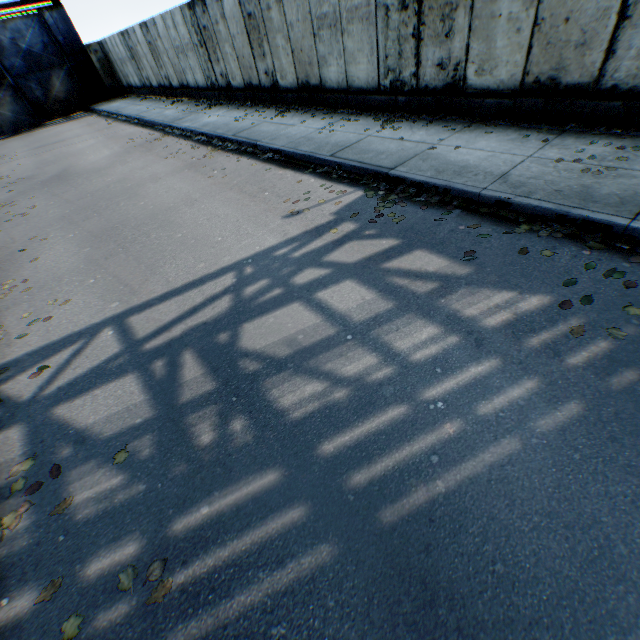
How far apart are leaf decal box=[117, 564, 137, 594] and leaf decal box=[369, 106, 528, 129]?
8.5 meters

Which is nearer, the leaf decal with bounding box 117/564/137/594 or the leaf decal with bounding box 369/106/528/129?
the leaf decal with bounding box 117/564/137/594

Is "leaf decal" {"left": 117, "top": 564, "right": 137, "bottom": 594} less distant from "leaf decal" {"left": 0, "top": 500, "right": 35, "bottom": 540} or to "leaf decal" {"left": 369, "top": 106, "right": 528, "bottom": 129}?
"leaf decal" {"left": 0, "top": 500, "right": 35, "bottom": 540}

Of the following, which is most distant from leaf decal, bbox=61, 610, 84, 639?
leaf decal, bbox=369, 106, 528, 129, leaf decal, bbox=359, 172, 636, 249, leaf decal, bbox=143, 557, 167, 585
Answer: leaf decal, bbox=369, 106, 528, 129

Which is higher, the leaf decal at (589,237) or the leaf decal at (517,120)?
the leaf decal at (517,120)

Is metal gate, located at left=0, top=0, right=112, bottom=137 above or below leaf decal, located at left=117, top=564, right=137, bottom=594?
above

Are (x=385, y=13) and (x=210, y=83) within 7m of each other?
no

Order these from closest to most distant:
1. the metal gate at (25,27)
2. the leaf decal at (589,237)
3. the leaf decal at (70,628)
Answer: the leaf decal at (70,628), the leaf decal at (589,237), the metal gate at (25,27)
